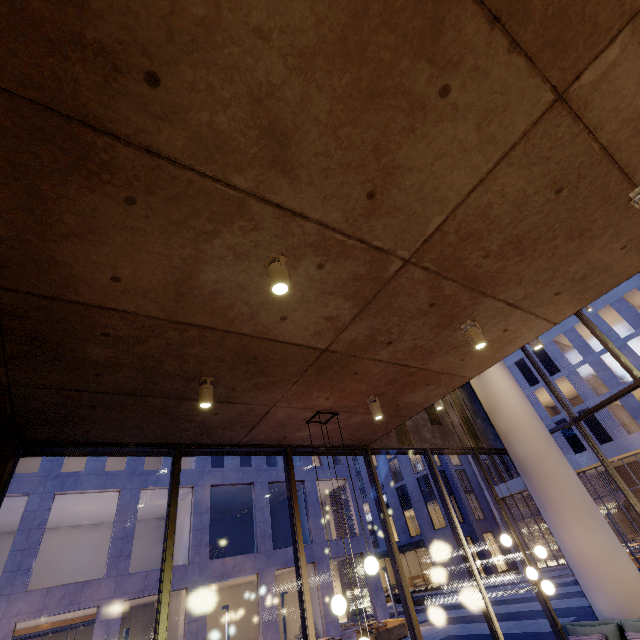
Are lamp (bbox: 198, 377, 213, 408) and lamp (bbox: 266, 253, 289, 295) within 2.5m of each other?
yes

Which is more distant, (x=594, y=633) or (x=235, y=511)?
(x=235, y=511)

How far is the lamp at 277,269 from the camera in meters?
2.5 m

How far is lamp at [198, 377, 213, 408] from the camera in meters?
3.7

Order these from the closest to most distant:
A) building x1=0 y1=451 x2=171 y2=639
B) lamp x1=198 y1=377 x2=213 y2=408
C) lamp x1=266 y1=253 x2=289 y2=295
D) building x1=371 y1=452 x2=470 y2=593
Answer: lamp x1=266 y1=253 x2=289 y2=295 → lamp x1=198 y1=377 x2=213 y2=408 → building x1=0 y1=451 x2=171 y2=639 → building x1=371 y1=452 x2=470 y2=593

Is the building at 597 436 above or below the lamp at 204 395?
above

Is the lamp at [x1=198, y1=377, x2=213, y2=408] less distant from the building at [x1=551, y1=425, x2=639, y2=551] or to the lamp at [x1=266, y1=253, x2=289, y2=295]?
the lamp at [x1=266, y1=253, x2=289, y2=295]

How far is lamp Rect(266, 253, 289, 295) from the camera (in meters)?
2.48
